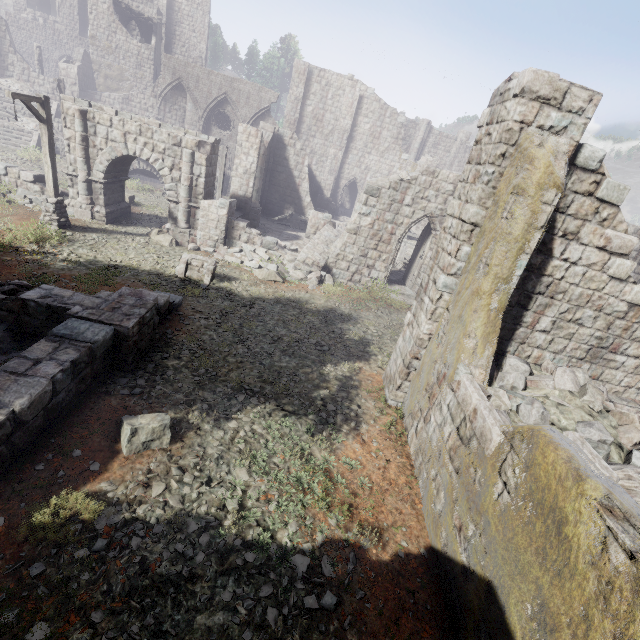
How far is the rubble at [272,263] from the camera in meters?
15.2 m

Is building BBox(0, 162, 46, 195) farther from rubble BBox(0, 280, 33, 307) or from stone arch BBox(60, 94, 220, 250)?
stone arch BBox(60, 94, 220, 250)

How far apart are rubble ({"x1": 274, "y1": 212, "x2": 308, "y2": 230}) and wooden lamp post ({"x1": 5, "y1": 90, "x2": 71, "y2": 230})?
12.5 meters

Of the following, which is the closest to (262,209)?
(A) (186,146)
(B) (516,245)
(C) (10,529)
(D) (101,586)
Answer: (A) (186,146)

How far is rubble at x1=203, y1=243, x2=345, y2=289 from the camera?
15.19m

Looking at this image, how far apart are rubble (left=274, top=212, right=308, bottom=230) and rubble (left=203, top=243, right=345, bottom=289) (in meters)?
7.75

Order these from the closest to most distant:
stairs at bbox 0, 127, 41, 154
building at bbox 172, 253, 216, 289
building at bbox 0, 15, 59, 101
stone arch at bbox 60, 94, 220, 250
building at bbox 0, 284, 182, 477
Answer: building at bbox 0, 284, 182, 477, building at bbox 172, 253, 216, 289, stone arch at bbox 60, 94, 220, 250, stairs at bbox 0, 127, 41, 154, building at bbox 0, 15, 59, 101

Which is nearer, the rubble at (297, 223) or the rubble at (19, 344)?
the rubble at (19, 344)
